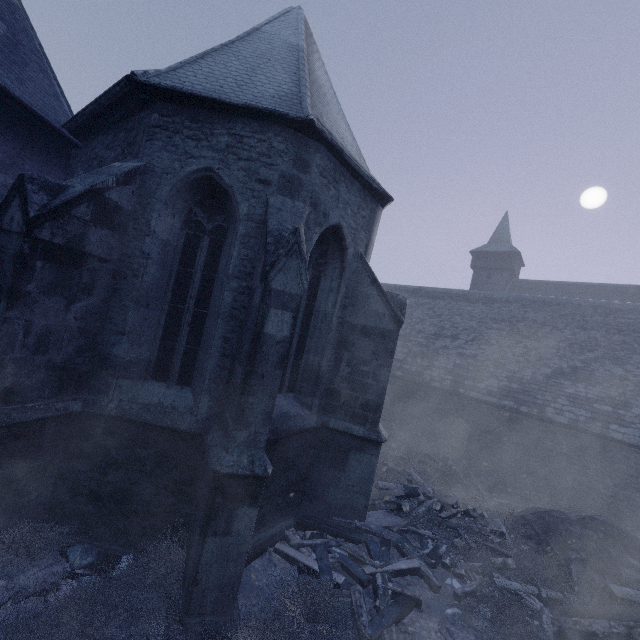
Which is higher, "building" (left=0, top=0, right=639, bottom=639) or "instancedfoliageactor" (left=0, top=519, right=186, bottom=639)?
"building" (left=0, top=0, right=639, bottom=639)

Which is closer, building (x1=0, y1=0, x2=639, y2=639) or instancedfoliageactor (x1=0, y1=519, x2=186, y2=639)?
instancedfoliageactor (x1=0, y1=519, x2=186, y2=639)

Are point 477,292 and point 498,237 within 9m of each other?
no

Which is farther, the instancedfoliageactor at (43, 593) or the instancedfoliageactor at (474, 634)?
the instancedfoliageactor at (474, 634)

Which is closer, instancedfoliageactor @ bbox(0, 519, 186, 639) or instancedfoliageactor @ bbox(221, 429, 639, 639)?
instancedfoliageactor @ bbox(0, 519, 186, 639)

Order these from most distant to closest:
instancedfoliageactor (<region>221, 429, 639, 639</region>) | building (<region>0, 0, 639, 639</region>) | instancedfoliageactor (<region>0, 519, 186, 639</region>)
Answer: instancedfoliageactor (<region>221, 429, 639, 639</region>)
building (<region>0, 0, 639, 639</region>)
instancedfoliageactor (<region>0, 519, 186, 639</region>)

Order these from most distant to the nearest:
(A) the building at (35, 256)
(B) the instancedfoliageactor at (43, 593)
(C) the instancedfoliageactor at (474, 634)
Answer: (C) the instancedfoliageactor at (474, 634)
(A) the building at (35, 256)
(B) the instancedfoliageactor at (43, 593)
